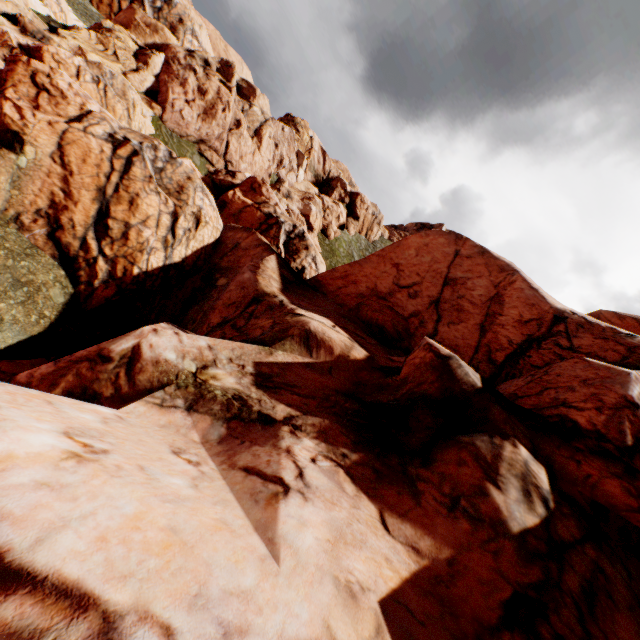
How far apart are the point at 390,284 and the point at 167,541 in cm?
2179
